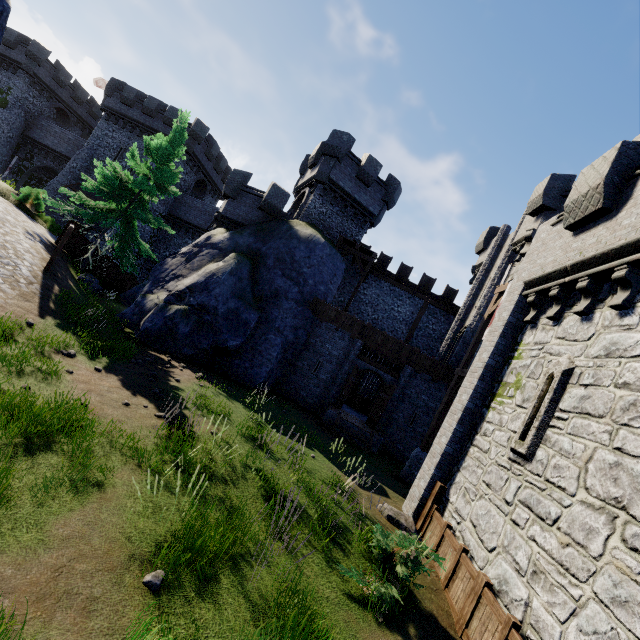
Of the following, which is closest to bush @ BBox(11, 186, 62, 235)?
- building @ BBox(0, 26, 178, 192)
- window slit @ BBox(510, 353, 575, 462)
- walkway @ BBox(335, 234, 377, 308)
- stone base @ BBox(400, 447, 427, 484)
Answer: building @ BBox(0, 26, 178, 192)

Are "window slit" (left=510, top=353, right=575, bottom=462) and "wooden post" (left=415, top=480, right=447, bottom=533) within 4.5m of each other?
yes

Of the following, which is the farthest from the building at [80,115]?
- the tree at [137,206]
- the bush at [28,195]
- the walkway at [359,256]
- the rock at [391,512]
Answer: the rock at [391,512]

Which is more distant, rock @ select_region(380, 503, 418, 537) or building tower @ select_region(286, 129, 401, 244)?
building tower @ select_region(286, 129, 401, 244)

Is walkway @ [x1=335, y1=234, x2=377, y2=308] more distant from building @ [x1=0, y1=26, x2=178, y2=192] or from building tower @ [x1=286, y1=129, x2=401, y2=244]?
building @ [x1=0, y1=26, x2=178, y2=192]

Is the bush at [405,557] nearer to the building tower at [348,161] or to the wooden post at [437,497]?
the wooden post at [437,497]

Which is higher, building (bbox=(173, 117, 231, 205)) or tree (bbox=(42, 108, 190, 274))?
building (bbox=(173, 117, 231, 205))

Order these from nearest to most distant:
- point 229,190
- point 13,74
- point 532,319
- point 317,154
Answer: point 532,319 < point 229,190 < point 317,154 < point 13,74
